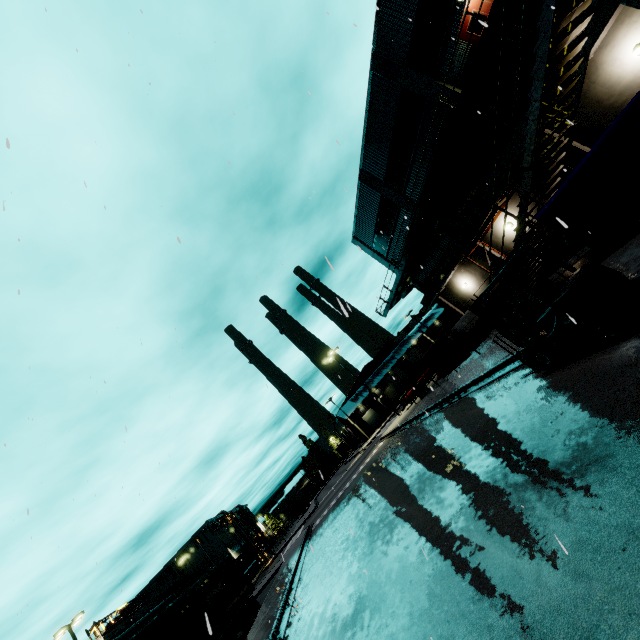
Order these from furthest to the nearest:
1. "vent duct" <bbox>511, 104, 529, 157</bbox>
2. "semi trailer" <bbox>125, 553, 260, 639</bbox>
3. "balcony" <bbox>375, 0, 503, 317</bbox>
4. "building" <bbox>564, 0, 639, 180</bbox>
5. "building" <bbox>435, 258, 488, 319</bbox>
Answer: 1. "building" <bbox>435, 258, 488, 319</bbox>
2. "vent duct" <bbox>511, 104, 529, 157</bbox>
3. "semi trailer" <bbox>125, 553, 260, 639</bbox>
4. "balcony" <bbox>375, 0, 503, 317</bbox>
5. "building" <bbox>564, 0, 639, 180</bbox>

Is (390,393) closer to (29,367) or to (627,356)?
(29,367)

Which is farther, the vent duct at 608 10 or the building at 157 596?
the building at 157 596

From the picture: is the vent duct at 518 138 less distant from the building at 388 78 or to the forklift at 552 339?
the building at 388 78

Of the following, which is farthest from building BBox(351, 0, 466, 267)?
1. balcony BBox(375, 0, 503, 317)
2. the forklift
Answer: the forklift

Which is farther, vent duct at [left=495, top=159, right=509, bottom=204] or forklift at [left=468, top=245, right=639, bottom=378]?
vent duct at [left=495, top=159, right=509, bottom=204]

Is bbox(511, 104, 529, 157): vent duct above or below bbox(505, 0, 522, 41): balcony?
below

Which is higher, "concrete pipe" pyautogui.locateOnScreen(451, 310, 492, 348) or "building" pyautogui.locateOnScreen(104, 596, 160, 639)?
"building" pyautogui.locateOnScreen(104, 596, 160, 639)
